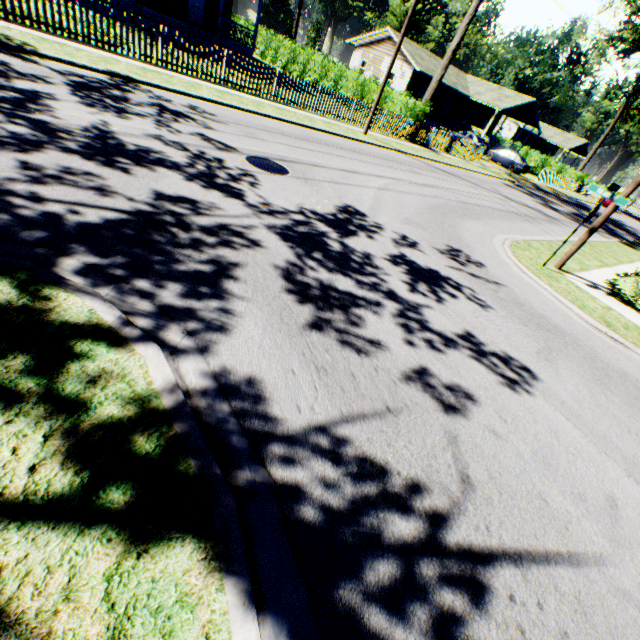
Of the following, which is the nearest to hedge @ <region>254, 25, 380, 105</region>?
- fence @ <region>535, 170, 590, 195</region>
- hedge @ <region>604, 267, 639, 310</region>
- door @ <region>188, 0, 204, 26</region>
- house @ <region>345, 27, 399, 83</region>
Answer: door @ <region>188, 0, 204, 26</region>

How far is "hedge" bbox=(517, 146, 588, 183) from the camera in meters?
42.7

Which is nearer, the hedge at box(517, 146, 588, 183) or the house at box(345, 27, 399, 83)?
the house at box(345, 27, 399, 83)

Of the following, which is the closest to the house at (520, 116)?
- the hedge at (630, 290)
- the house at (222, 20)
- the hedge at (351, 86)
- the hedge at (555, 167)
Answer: the hedge at (555, 167)

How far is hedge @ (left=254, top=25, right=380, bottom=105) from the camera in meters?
23.7 m

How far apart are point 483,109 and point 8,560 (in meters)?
54.31

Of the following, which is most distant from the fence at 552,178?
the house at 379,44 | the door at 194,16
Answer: the door at 194,16
